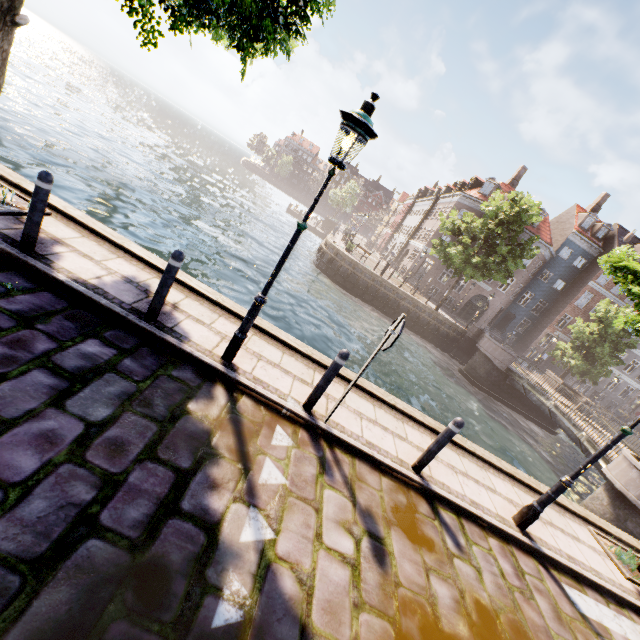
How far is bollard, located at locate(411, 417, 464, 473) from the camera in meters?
4.7

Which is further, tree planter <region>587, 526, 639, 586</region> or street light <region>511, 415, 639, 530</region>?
tree planter <region>587, 526, 639, 586</region>

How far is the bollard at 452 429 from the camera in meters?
4.7

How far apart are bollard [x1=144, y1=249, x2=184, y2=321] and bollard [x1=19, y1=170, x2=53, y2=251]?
1.7m

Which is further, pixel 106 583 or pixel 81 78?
pixel 81 78

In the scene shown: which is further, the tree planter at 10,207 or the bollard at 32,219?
the tree planter at 10,207

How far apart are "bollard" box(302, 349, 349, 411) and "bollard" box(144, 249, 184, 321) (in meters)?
2.47

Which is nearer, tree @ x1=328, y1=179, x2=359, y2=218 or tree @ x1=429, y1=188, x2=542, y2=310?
tree @ x1=429, y1=188, x2=542, y2=310
